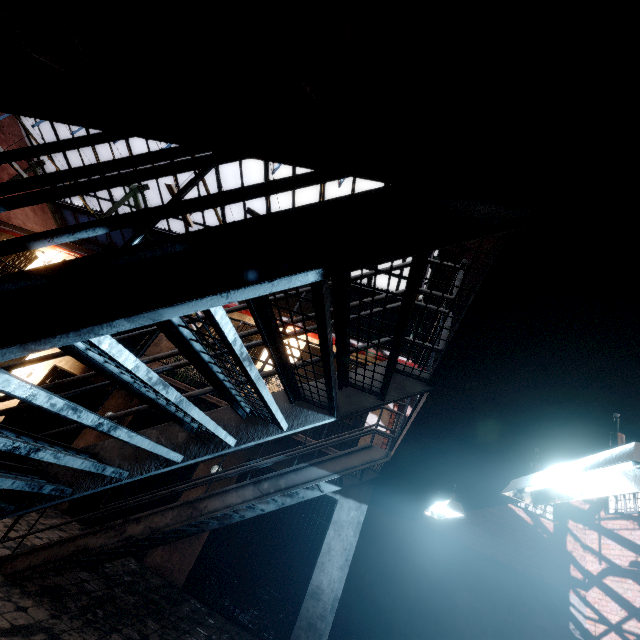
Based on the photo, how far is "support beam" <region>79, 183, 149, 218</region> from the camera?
11.6 meters

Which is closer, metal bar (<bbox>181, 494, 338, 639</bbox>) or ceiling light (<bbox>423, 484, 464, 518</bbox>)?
ceiling light (<bbox>423, 484, 464, 518</bbox>)

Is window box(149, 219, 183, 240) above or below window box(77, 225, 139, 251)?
above

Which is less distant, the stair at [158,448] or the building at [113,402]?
the stair at [158,448]

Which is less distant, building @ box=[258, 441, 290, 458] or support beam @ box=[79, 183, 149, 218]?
building @ box=[258, 441, 290, 458]

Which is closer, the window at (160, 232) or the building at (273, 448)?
the building at (273, 448)

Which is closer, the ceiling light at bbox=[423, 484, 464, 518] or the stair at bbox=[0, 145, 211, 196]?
the stair at bbox=[0, 145, 211, 196]

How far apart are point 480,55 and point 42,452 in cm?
201
